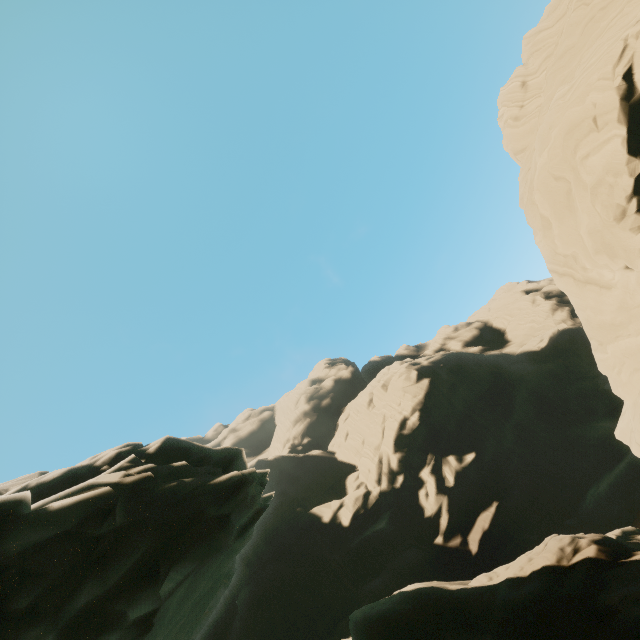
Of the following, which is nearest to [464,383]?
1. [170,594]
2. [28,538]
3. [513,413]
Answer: [513,413]
